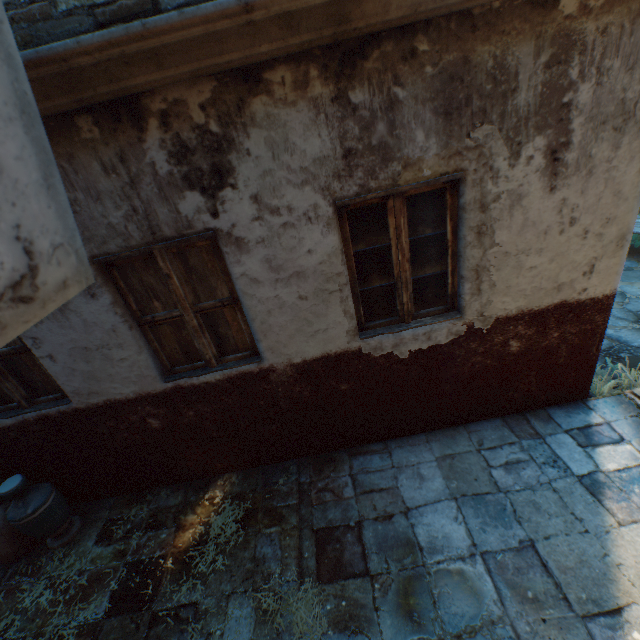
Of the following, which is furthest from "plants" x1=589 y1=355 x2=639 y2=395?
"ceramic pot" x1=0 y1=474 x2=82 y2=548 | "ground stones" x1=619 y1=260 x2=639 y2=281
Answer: "ceramic pot" x1=0 y1=474 x2=82 y2=548

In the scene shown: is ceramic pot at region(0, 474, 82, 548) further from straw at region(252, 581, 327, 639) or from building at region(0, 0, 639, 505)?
straw at region(252, 581, 327, 639)

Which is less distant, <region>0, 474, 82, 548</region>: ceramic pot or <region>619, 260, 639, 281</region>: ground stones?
<region>0, 474, 82, 548</region>: ceramic pot

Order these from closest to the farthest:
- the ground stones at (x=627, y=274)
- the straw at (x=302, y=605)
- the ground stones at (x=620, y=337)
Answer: the straw at (x=302, y=605) < the ground stones at (x=620, y=337) < the ground stones at (x=627, y=274)

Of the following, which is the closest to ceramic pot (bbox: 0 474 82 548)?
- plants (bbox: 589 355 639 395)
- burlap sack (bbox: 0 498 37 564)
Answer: burlap sack (bbox: 0 498 37 564)

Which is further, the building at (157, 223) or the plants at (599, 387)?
the plants at (599, 387)

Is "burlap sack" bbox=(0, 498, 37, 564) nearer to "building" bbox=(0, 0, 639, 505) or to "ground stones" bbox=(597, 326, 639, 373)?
"building" bbox=(0, 0, 639, 505)

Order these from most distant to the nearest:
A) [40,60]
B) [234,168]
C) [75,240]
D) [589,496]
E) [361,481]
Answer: [361,481]
[589,496]
[234,168]
[40,60]
[75,240]
